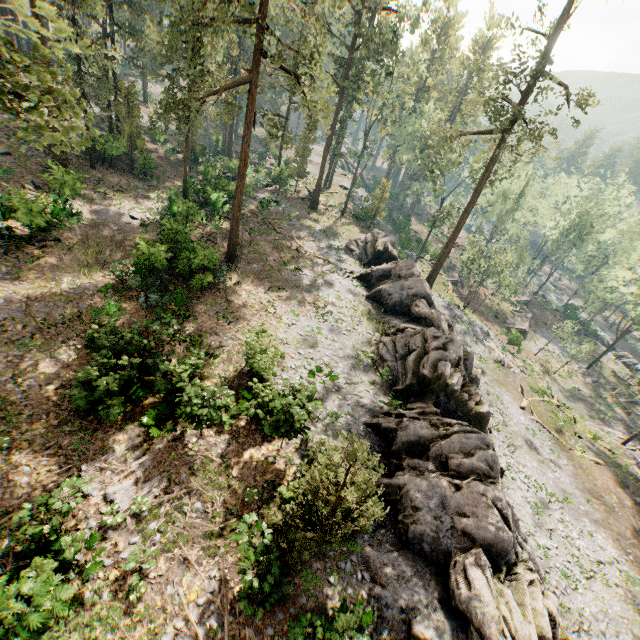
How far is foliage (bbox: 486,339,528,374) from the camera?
33.3 meters

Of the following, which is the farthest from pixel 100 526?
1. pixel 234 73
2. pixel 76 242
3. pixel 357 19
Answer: pixel 234 73

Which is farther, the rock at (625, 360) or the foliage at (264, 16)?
the rock at (625, 360)

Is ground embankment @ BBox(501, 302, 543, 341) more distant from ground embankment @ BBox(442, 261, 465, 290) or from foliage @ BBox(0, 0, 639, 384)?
ground embankment @ BBox(442, 261, 465, 290)

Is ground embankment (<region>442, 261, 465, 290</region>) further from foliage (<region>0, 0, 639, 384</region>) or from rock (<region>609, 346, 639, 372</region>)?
rock (<region>609, 346, 639, 372</region>)

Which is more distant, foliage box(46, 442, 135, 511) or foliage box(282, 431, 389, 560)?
foliage box(46, 442, 135, 511)

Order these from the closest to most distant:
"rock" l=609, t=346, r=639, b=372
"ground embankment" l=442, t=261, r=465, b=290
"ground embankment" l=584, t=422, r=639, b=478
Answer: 1. "ground embankment" l=584, t=422, r=639, b=478
2. "ground embankment" l=442, t=261, r=465, b=290
3. "rock" l=609, t=346, r=639, b=372

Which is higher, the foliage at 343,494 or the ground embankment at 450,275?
the foliage at 343,494
